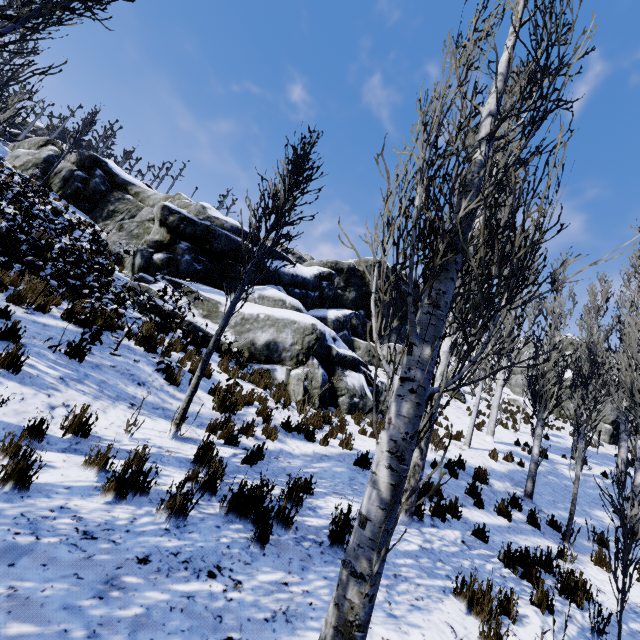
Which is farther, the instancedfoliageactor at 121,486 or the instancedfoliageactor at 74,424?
the instancedfoliageactor at 74,424

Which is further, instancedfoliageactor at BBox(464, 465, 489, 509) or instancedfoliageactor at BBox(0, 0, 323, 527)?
instancedfoliageactor at BBox(464, 465, 489, 509)

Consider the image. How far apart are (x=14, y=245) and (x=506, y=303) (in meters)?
12.90

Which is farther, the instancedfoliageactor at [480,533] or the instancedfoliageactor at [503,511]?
the instancedfoliageactor at [503,511]

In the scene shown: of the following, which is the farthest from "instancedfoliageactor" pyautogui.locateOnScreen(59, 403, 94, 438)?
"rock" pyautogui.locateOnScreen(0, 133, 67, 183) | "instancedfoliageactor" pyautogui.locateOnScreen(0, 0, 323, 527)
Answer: "rock" pyautogui.locateOnScreen(0, 133, 67, 183)
